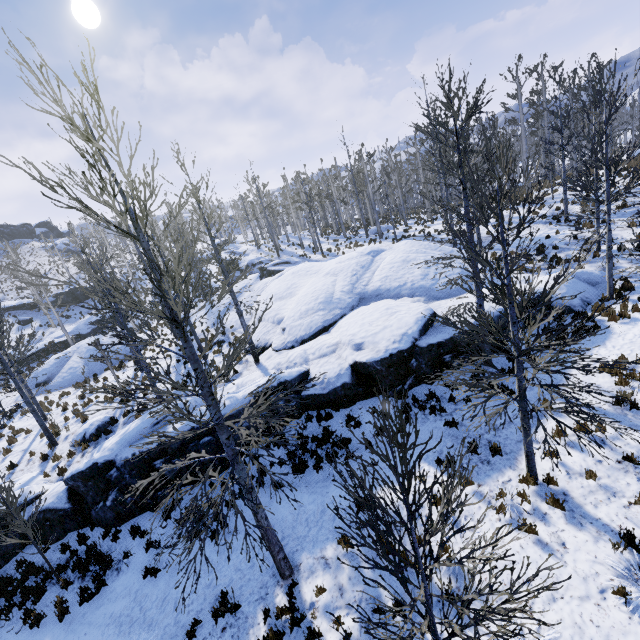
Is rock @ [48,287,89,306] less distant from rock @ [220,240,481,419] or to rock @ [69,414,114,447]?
rock @ [220,240,481,419]

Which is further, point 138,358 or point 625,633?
point 138,358

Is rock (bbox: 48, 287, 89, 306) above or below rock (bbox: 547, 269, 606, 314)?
above

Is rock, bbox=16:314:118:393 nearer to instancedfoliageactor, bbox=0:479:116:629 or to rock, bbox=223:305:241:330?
instancedfoliageactor, bbox=0:479:116:629

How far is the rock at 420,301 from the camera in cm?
1112

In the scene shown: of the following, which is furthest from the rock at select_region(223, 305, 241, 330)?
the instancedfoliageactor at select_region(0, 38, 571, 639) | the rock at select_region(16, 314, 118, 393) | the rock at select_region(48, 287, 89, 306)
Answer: the rock at select_region(48, 287, 89, 306)

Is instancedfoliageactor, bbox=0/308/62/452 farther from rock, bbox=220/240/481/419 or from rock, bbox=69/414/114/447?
rock, bbox=69/414/114/447

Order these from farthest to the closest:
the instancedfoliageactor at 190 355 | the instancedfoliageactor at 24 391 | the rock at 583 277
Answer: the instancedfoliageactor at 24 391 → the rock at 583 277 → the instancedfoliageactor at 190 355
